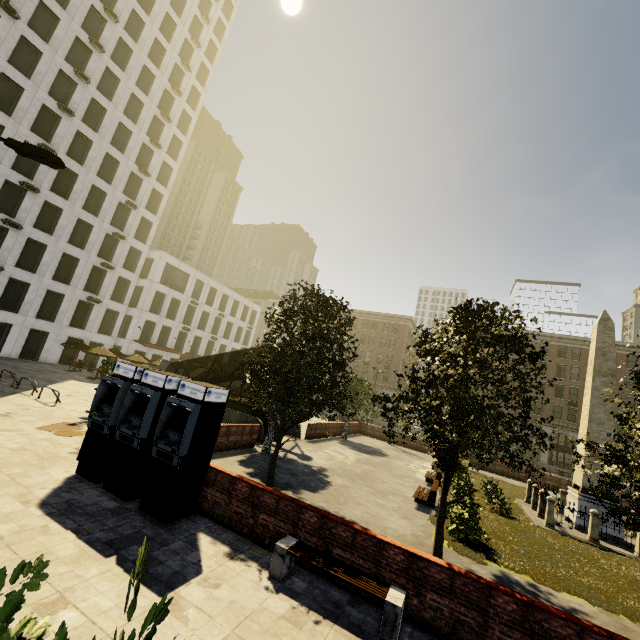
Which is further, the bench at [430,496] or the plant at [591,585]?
the bench at [430,496]

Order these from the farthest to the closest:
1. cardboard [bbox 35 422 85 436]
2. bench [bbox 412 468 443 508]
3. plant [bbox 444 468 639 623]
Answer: bench [bbox 412 468 443 508] < cardboard [bbox 35 422 85 436] < plant [bbox 444 468 639 623]

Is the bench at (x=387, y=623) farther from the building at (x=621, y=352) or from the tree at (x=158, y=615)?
the building at (x=621, y=352)

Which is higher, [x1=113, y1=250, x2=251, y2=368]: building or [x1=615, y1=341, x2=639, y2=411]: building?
[x1=615, y1=341, x2=639, y2=411]: building

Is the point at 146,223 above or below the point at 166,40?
below

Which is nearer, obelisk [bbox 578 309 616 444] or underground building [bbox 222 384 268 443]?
obelisk [bbox 578 309 616 444]

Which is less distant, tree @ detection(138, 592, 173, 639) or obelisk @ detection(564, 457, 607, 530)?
tree @ detection(138, 592, 173, 639)

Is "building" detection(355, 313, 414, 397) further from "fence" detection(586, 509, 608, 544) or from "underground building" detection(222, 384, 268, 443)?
"fence" detection(586, 509, 608, 544)
